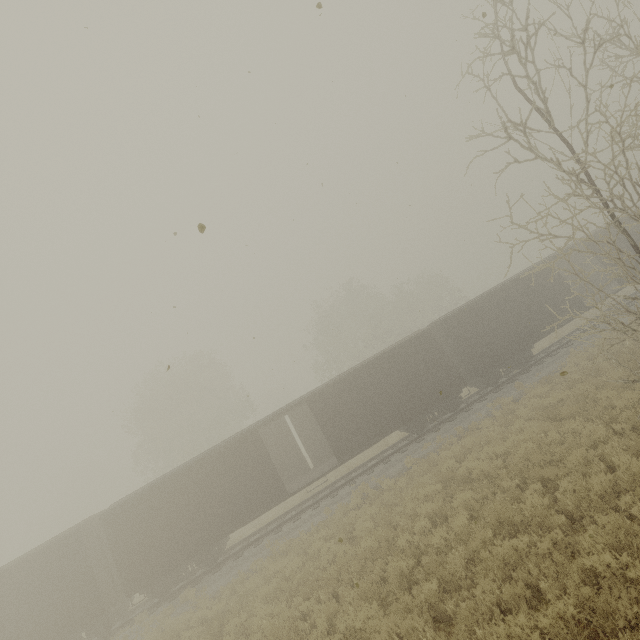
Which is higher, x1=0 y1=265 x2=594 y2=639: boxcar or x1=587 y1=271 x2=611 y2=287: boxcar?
x1=587 y1=271 x2=611 y2=287: boxcar

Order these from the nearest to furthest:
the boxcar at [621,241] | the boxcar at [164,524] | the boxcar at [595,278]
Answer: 1. the boxcar at [164,524]
2. the boxcar at [621,241]
3. the boxcar at [595,278]

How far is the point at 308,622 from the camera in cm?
803

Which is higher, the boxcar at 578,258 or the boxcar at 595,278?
the boxcar at 578,258

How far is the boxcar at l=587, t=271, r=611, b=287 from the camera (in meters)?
22.78

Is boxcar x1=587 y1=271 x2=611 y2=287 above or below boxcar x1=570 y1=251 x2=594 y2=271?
below

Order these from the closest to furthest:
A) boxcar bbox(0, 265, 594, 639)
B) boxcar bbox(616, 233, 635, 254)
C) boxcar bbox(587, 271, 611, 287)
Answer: boxcar bbox(0, 265, 594, 639), boxcar bbox(616, 233, 635, 254), boxcar bbox(587, 271, 611, 287)
